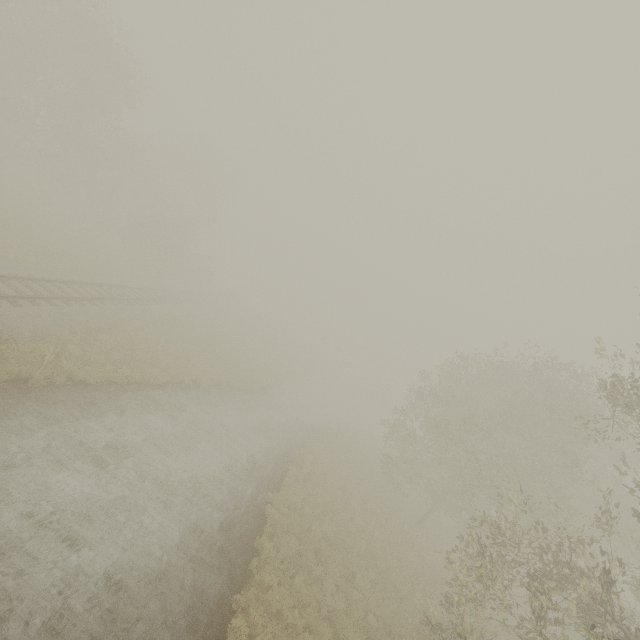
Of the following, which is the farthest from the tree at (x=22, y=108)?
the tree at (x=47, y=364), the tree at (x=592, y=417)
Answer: the tree at (x=47, y=364)

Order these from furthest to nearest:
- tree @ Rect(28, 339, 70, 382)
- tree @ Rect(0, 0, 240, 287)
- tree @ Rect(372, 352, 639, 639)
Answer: tree @ Rect(0, 0, 240, 287)
tree @ Rect(28, 339, 70, 382)
tree @ Rect(372, 352, 639, 639)

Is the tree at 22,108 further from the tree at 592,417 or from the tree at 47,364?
the tree at 47,364

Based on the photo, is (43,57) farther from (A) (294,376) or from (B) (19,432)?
(A) (294,376)

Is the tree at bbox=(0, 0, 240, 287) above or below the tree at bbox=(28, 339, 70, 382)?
above

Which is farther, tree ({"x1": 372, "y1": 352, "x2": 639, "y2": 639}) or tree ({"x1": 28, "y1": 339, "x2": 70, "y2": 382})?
tree ({"x1": 28, "y1": 339, "x2": 70, "y2": 382})

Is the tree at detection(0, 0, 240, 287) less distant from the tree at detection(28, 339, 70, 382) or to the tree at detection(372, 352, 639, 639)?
the tree at detection(372, 352, 639, 639)

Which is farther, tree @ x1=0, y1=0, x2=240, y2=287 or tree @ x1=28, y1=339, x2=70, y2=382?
tree @ x1=0, y1=0, x2=240, y2=287
